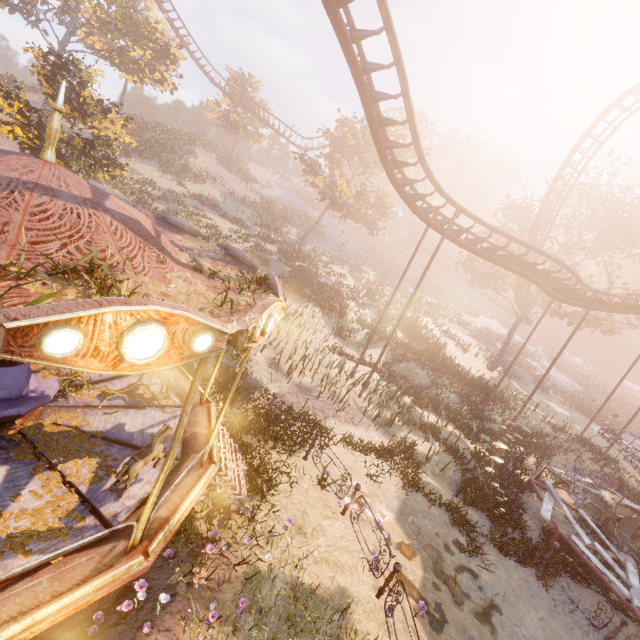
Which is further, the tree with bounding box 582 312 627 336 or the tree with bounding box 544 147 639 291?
the tree with bounding box 582 312 627 336

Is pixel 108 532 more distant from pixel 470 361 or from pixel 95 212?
pixel 470 361

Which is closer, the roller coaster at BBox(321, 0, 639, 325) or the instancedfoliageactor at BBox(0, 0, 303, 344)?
the instancedfoliageactor at BBox(0, 0, 303, 344)

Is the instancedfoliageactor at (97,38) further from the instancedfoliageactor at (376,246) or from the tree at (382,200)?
the instancedfoliageactor at (376,246)

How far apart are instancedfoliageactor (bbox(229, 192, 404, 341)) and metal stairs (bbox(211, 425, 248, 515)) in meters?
28.5

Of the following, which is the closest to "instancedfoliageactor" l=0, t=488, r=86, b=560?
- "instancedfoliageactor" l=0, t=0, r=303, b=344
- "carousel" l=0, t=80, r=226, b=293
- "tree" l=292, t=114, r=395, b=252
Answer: "carousel" l=0, t=80, r=226, b=293

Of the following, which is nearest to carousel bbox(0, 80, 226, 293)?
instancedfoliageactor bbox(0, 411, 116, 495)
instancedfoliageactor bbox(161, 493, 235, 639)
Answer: instancedfoliageactor bbox(0, 411, 116, 495)

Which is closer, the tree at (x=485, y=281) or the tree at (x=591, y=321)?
the tree at (x=591, y=321)
